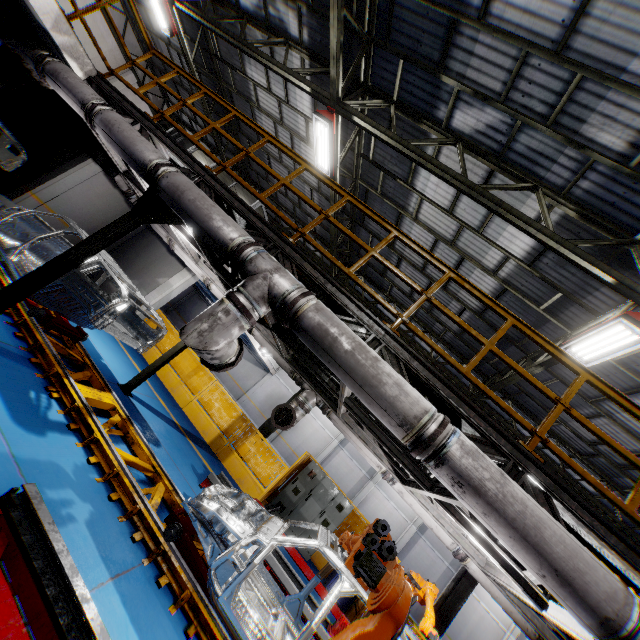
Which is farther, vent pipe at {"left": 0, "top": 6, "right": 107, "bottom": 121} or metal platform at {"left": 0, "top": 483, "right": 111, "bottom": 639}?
vent pipe at {"left": 0, "top": 6, "right": 107, "bottom": 121}

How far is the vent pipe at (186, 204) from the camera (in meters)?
4.09

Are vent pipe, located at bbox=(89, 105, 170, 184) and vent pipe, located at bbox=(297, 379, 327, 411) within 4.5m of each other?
yes

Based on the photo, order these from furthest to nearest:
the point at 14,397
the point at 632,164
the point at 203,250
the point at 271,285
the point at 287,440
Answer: the point at 287,440 → the point at 203,250 → the point at 632,164 → the point at 14,397 → the point at 271,285

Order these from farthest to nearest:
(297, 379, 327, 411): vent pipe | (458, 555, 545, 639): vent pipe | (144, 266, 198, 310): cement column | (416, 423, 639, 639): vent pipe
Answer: (144, 266, 198, 310): cement column, (297, 379, 327, 411): vent pipe, (458, 555, 545, 639): vent pipe, (416, 423, 639, 639): vent pipe

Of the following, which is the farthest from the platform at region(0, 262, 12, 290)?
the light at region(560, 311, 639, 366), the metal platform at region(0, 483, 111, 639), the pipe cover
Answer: the light at region(560, 311, 639, 366)

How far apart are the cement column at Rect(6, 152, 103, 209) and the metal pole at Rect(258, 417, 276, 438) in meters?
10.5

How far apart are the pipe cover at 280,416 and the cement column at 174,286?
7.7m
